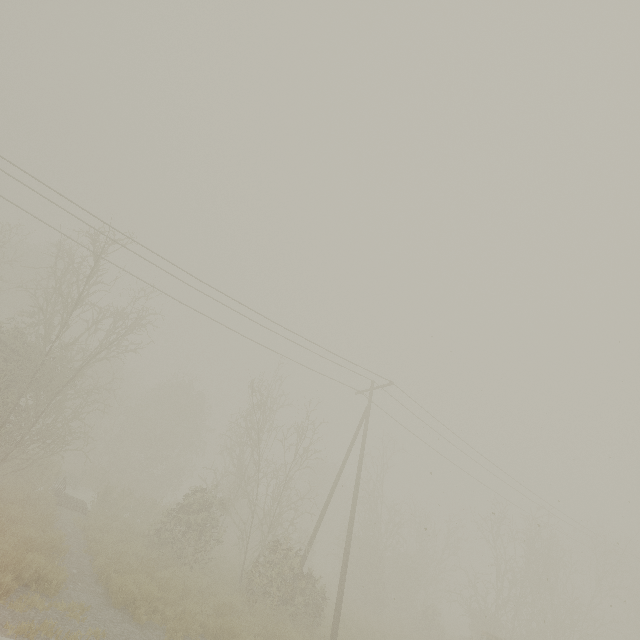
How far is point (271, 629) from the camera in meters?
11.2 m
